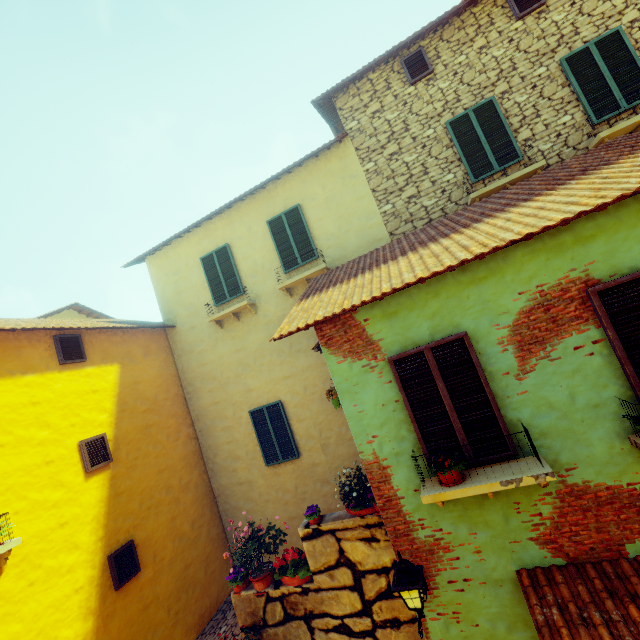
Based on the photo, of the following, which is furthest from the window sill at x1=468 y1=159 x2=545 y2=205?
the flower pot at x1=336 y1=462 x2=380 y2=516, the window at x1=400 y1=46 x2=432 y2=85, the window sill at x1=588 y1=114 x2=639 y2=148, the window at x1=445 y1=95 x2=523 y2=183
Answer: the flower pot at x1=336 y1=462 x2=380 y2=516

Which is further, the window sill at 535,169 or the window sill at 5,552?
the window sill at 535,169

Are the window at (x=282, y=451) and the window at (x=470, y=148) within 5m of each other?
no

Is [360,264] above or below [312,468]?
above

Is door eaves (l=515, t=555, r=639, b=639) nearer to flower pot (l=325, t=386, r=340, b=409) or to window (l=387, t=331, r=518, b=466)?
window (l=387, t=331, r=518, b=466)

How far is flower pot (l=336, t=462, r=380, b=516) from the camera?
5.6m

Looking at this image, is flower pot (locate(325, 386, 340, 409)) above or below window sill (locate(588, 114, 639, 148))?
below

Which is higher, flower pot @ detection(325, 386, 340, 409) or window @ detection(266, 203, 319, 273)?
window @ detection(266, 203, 319, 273)
